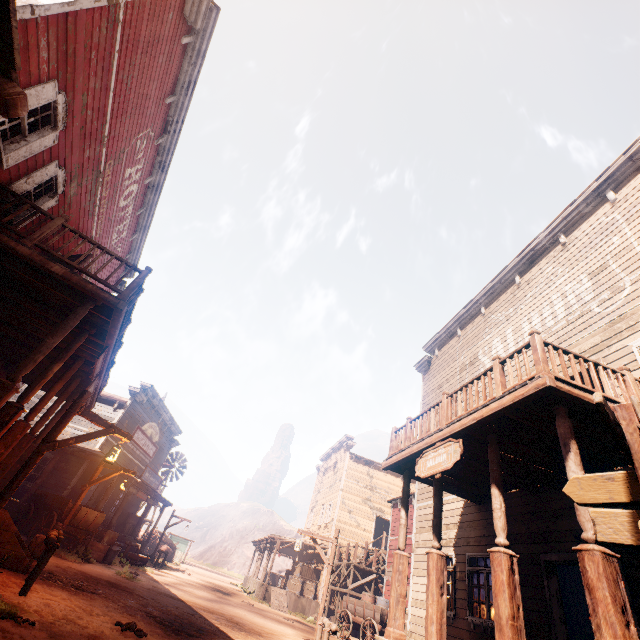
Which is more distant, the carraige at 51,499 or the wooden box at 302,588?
the wooden box at 302,588

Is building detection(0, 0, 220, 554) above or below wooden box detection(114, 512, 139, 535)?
above

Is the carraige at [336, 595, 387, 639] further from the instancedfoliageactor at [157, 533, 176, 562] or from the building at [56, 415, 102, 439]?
the instancedfoliageactor at [157, 533, 176, 562]

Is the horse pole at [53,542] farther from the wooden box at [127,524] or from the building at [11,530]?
the wooden box at [127,524]

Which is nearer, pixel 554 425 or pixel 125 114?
pixel 554 425

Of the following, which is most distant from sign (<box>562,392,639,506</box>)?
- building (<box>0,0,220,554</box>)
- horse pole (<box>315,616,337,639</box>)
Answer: horse pole (<box>315,616,337,639</box>)

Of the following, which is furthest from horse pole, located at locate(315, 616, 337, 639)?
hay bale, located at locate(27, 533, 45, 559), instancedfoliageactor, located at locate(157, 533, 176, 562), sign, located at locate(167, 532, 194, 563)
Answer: sign, located at locate(167, 532, 194, 563)

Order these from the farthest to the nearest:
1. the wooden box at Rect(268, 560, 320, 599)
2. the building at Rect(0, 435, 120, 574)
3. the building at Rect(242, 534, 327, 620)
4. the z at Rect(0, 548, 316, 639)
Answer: the wooden box at Rect(268, 560, 320, 599)
the building at Rect(242, 534, 327, 620)
the building at Rect(0, 435, 120, 574)
the z at Rect(0, 548, 316, 639)
